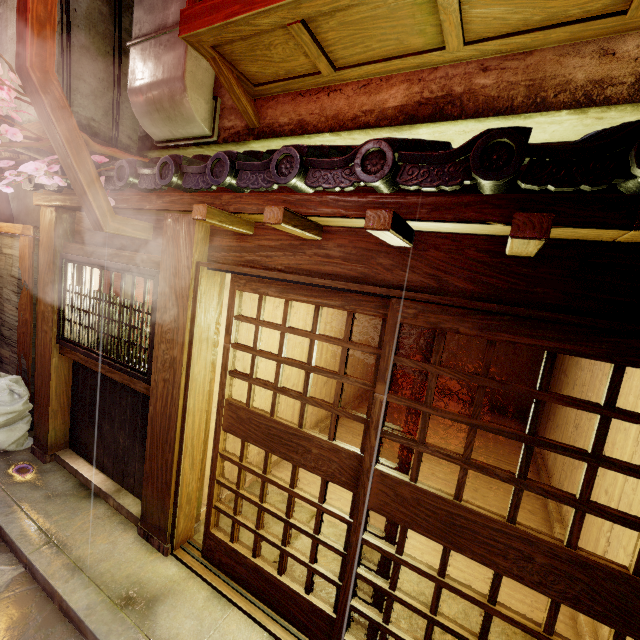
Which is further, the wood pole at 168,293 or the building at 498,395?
the building at 498,395

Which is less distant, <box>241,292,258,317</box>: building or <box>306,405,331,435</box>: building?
<box>241,292,258,317</box>: building

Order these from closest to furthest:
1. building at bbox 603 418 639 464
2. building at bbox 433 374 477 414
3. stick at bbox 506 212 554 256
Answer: stick at bbox 506 212 554 256, building at bbox 603 418 639 464, building at bbox 433 374 477 414

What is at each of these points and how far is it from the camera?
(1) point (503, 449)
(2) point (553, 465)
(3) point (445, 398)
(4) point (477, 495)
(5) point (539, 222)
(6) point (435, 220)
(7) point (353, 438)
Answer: (1) building, 11.86m
(2) building, 9.60m
(3) building, 16.83m
(4) building, 8.82m
(5) stick, 2.35m
(6) wood bar, 3.11m
(7) building, 11.04m

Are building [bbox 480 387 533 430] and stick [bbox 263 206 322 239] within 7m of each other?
no

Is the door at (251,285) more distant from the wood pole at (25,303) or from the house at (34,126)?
the house at (34,126)

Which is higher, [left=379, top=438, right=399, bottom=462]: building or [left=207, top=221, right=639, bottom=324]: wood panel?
[left=207, top=221, right=639, bottom=324]: wood panel
